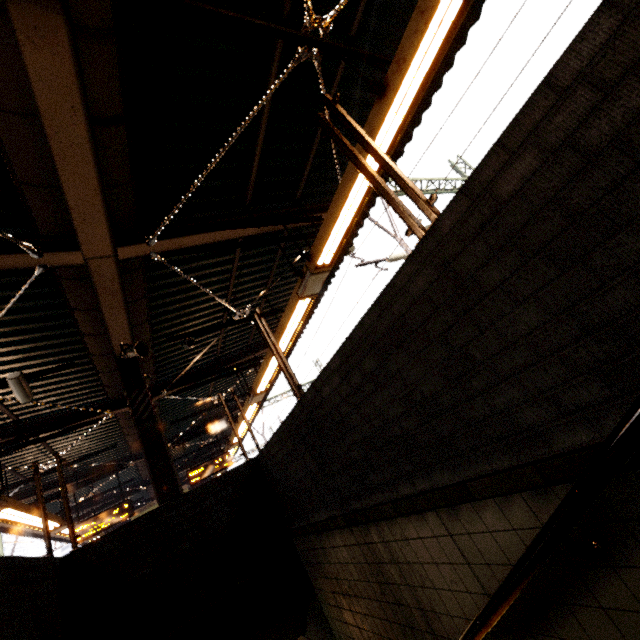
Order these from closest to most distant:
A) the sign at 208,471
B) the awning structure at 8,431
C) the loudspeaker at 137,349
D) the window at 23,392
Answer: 1. the awning structure at 8,431
2. the window at 23,392
3. the loudspeaker at 137,349
4. the sign at 208,471

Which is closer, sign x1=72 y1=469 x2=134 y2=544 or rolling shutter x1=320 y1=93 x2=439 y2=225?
rolling shutter x1=320 y1=93 x2=439 y2=225

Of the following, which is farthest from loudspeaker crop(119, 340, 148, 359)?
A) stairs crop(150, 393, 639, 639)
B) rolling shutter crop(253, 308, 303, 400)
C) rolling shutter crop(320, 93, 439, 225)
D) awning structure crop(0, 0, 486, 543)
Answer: rolling shutter crop(320, 93, 439, 225)

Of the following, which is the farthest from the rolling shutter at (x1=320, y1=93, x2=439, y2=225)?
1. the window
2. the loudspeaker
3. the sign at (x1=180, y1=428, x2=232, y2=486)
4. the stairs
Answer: the sign at (x1=180, y1=428, x2=232, y2=486)

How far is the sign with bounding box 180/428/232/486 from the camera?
11.0m

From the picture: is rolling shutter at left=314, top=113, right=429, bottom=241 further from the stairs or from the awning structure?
the awning structure

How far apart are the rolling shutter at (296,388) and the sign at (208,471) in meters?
9.9

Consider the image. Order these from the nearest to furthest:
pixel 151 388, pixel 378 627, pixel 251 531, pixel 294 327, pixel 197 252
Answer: pixel 378 627, pixel 251 531, pixel 197 252, pixel 294 327, pixel 151 388
